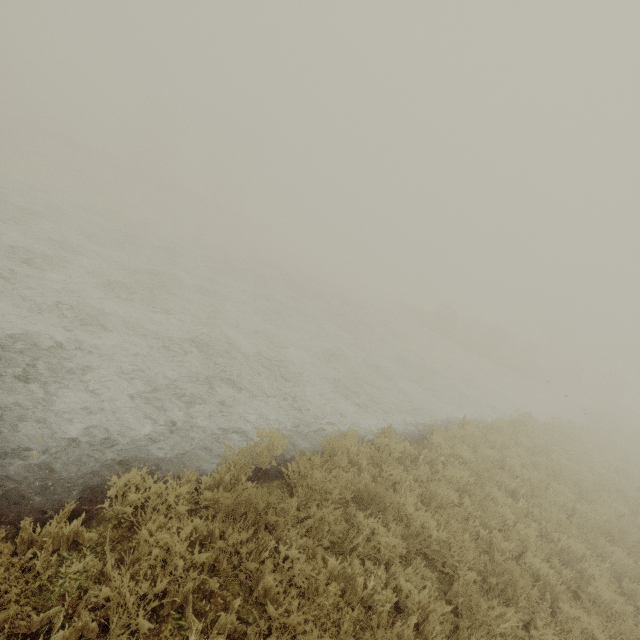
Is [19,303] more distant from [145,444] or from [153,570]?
[153,570]
